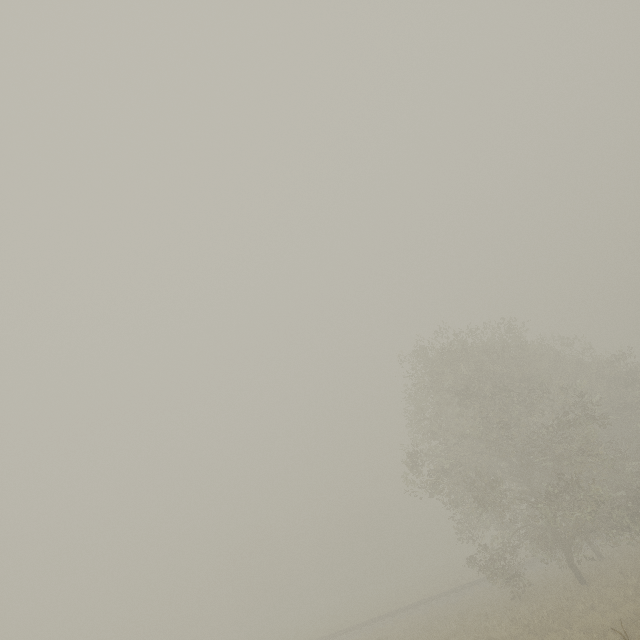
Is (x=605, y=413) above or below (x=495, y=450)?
above
